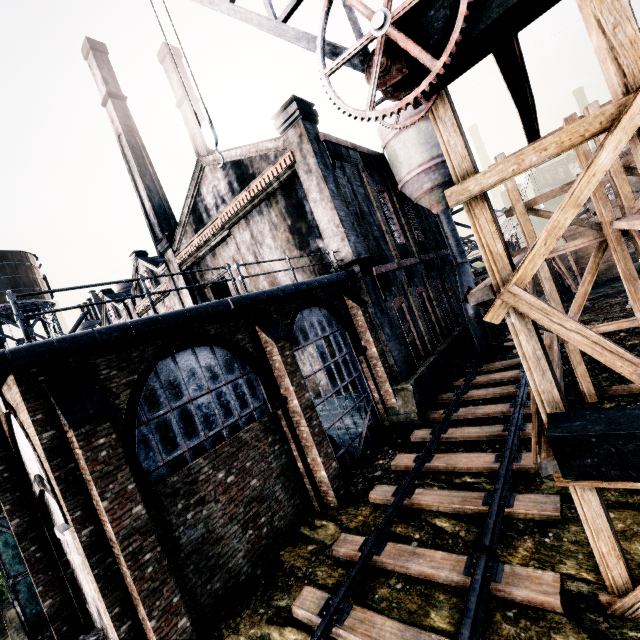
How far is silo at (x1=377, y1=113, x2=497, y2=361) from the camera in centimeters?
1986cm

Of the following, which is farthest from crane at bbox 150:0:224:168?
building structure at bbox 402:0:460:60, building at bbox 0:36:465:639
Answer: building at bbox 0:36:465:639

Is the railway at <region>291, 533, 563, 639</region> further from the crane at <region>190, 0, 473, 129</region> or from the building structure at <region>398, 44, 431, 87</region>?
the crane at <region>190, 0, 473, 129</region>

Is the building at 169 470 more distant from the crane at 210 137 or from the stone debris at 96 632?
the crane at 210 137

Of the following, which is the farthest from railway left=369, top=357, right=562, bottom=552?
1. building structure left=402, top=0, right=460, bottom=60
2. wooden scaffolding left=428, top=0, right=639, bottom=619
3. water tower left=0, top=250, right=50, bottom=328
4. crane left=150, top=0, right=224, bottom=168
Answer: water tower left=0, top=250, right=50, bottom=328

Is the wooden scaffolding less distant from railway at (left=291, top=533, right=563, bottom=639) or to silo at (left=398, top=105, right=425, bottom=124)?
railway at (left=291, top=533, right=563, bottom=639)

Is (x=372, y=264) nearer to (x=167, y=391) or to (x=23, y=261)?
(x=167, y=391)

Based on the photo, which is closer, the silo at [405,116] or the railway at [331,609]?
the railway at [331,609]
